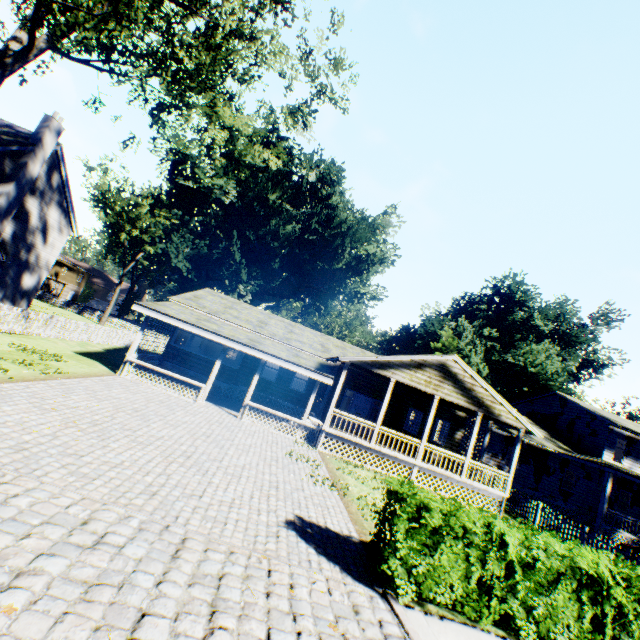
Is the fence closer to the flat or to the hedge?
the hedge

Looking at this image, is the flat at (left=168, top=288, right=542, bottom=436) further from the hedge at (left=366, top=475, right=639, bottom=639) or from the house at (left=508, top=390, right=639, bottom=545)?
the hedge at (left=366, top=475, right=639, bottom=639)

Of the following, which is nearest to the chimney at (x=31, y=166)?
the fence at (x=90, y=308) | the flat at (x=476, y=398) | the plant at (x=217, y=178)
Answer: the fence at (x=90, y=308)

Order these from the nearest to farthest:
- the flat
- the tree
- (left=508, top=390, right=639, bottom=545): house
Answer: the tree
the flat
(left=508, top=390, right=639, bottom=545): house

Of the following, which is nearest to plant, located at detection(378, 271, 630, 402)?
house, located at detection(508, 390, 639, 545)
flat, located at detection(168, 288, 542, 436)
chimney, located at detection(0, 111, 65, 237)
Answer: house, located at detection(508, 390, 639, 545)

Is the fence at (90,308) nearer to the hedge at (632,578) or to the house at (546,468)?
the hedge at (632,578)

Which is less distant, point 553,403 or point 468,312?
point 553,403

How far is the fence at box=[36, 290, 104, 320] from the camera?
42.4 meters
